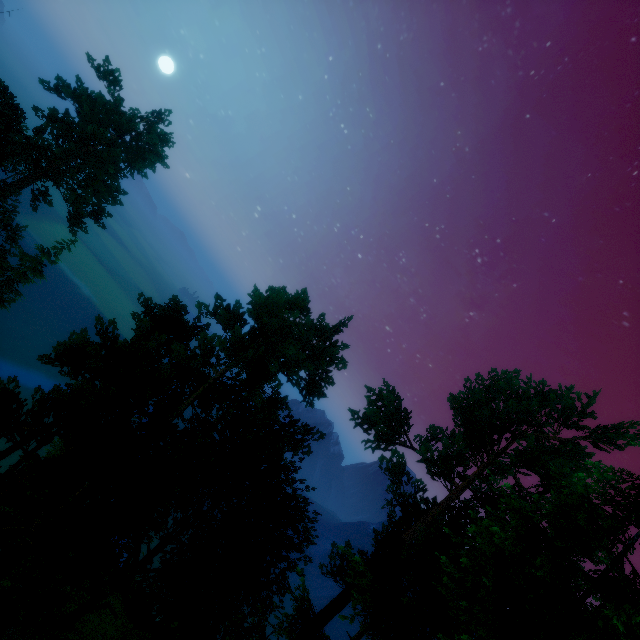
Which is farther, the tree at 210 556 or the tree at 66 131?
the tree at 66 131

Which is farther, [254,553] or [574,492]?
[254,553]

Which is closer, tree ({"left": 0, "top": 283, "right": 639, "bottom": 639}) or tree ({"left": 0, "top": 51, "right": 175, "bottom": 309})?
tree ({"left": 0, "top": 283, "right": 639, "bottom": 639})
